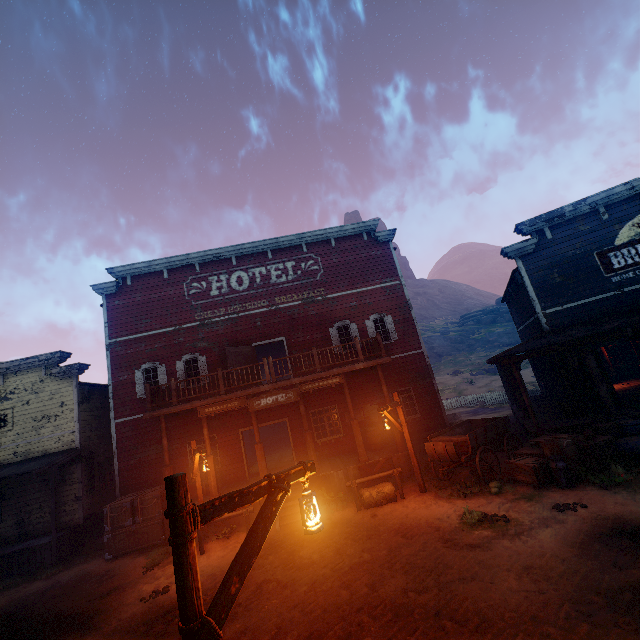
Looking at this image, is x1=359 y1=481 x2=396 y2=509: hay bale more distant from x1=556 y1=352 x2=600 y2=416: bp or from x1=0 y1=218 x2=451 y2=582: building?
x1=556 y1=352 x2=600 y2=416: bp

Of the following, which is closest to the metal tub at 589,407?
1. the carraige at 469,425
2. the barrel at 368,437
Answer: the carraige at 469,425

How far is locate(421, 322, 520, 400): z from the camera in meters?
34.1 m

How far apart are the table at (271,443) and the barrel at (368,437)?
9.4 meters

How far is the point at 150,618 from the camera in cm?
716

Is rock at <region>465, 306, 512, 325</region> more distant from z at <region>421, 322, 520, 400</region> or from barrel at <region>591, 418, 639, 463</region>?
barrel at <region>591, 418, 639, 463</region>

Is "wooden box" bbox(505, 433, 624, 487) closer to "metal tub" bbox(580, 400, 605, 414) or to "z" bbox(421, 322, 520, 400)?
"z" bbox(421, 322, 520, 400)

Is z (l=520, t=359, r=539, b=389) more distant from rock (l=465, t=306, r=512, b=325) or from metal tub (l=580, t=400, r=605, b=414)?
metal tub (l=580, t=400, r=605, b=414)
